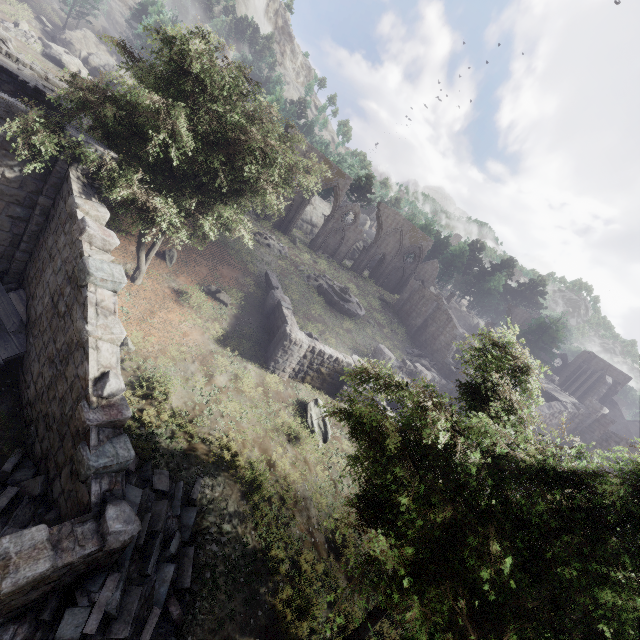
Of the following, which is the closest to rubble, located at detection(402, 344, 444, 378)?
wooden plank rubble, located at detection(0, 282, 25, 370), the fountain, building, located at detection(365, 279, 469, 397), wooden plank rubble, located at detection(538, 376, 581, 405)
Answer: building, located at detection(365, 279, 469, 397)

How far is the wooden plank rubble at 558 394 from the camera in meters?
28.4

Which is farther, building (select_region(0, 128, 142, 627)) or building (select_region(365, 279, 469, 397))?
building (select_region(365, 279, 469, 397))

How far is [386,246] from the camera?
44.8m

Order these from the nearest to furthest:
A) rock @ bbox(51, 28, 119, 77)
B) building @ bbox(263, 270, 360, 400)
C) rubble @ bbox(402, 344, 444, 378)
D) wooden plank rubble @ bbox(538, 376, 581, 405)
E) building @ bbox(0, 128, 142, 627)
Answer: building @ bbox(0, 128, 142, 627), building @ bbox(263, 270, 360, 400), wooden plank rubble @ bbox(538, 376, 581, 405), rubble @ bbox(402, 344, 444, 378), rock @ bbox(51, 28, 119, 77)

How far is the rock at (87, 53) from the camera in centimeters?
3903cm

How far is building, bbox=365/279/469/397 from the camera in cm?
2723

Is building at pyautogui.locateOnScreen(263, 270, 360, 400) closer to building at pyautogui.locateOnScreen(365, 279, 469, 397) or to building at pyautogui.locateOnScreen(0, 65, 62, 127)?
building at pyautogui.locateOnScreen(365, 279, 469, 397)
